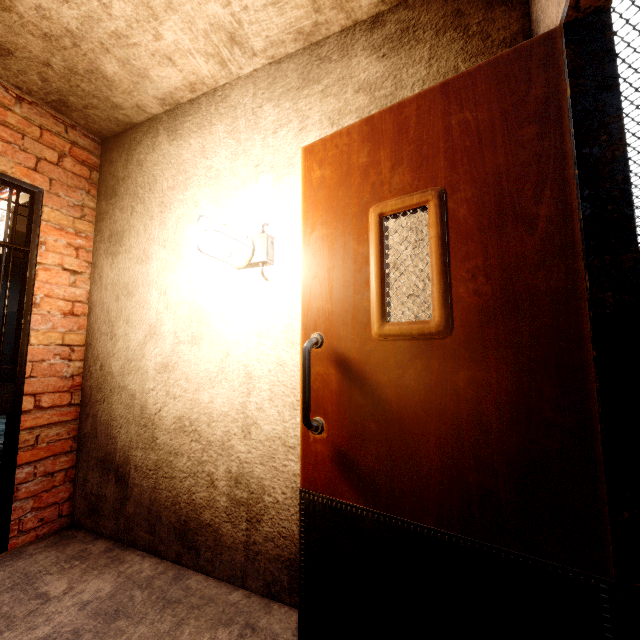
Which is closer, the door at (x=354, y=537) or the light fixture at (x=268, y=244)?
the door at (x=354, y=537)

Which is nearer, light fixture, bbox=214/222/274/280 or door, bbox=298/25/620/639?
door, bbox=298/25/620/639

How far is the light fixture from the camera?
1.7 meters

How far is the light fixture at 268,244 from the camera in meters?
1.7 m

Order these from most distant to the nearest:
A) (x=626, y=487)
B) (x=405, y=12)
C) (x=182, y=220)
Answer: (x=182, y=220)
(x=405, y=12)
(x=626, y=487)
